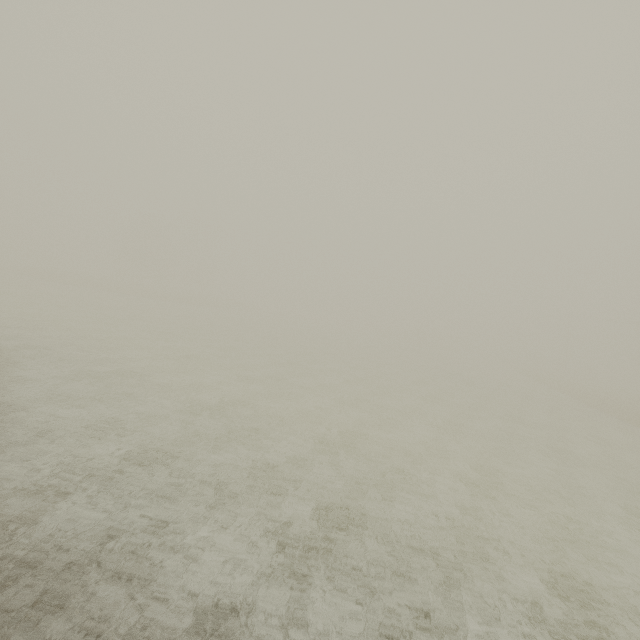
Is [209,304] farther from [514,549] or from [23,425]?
[514,549]
